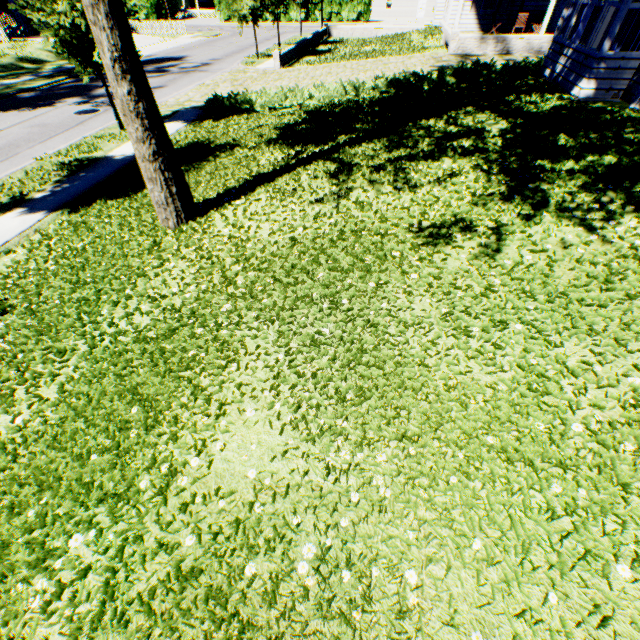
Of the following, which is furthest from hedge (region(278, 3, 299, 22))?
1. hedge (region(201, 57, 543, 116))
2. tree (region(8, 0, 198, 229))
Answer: hedge (region(201, 57, 543, 116))

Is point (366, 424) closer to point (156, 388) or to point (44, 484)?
point (156, 388)

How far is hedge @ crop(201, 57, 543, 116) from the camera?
12.09m

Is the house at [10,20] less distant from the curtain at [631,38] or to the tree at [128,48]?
the tree at [128,48]

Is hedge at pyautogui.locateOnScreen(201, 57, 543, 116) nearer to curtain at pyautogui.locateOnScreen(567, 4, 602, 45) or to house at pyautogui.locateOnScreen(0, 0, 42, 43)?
curtain at pyautogui.locateOnScreen(567, 4, 602, 45)

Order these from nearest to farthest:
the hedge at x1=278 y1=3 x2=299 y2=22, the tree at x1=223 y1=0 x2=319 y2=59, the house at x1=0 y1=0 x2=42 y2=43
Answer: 1. the tree at x1=223 y1=0 x2=319 y2=59
2. the house at x1=0 y1=0 x2=42 y2=43
3. the hedge at x1=278 y1=3 x2=299 y2=22

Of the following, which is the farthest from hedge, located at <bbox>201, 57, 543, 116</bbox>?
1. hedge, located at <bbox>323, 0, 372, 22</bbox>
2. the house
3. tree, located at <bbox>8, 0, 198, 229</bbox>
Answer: hedge, located at <bbox>323, 0, 372, 22</bbox>

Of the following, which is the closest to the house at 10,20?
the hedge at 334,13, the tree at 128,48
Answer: the tree at 128,48
